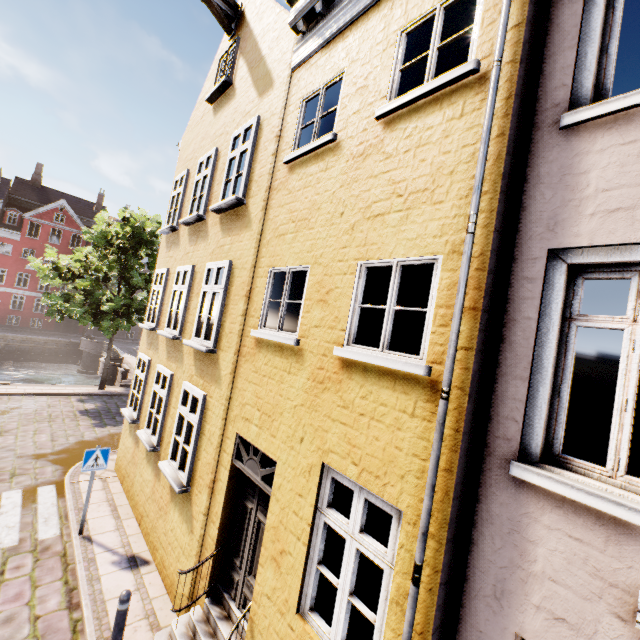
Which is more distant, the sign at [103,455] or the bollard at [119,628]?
the sign at [103,455]

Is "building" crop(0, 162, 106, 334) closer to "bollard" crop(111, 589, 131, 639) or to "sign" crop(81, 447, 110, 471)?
"sign" crop(81, 447, 110, 471)

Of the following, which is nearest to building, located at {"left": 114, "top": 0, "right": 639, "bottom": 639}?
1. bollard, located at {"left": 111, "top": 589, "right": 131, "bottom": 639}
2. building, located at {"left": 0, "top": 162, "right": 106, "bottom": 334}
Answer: bollard, located at {"left": 111, "top": 589, "right": 131, "bottom": 639}

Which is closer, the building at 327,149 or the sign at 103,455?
the building at 327,149

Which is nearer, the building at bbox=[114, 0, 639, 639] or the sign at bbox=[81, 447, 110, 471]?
the building at bbox=[114, 0, 639, 639]

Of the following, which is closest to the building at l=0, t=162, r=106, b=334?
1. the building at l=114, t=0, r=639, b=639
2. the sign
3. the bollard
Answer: the building at l=114, t=0, r=639, b=639

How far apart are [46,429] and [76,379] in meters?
20.2 m
